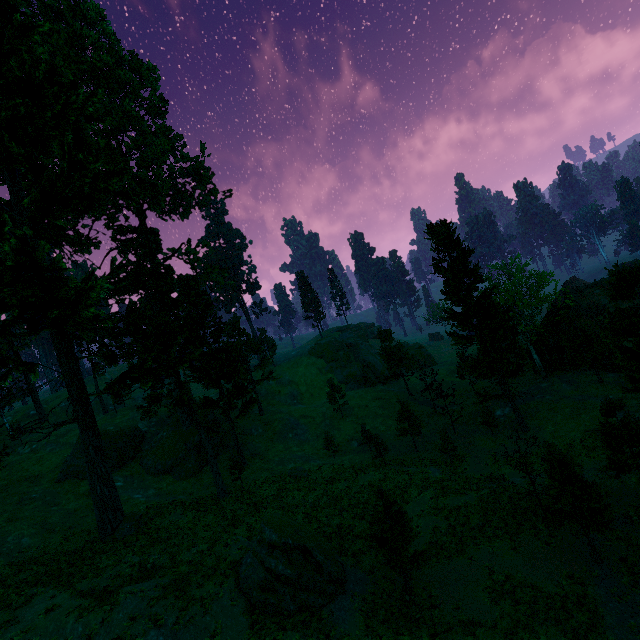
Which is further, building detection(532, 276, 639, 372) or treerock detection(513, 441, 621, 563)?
building detection(532, 276, 639, 372)

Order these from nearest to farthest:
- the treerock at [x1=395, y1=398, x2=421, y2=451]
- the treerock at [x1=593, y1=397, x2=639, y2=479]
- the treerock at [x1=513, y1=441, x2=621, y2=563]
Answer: the treerock at [x1=513, y1=441, x2=621, y2=563]
the treerock at [x1=593, y1=397, x2=639, y2=479]
the treerock at [x1=395, y1=398, x2=421, y2=451]

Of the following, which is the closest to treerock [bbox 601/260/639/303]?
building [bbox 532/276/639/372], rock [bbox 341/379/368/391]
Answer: building [bbox 532/276/639/372]

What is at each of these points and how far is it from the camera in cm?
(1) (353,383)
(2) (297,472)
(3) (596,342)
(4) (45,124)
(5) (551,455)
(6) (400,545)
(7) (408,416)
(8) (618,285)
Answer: (1) rock, 5978
(2) treerock, 3475
(3) treerock, 3694
(4) treerock, 2709
(5) treerock, 1747
(6) treerock, 1831
(7) treerock, 3756
(8) treerock, 2495

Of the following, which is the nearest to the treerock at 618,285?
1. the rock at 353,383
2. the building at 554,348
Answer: the building at 554,348

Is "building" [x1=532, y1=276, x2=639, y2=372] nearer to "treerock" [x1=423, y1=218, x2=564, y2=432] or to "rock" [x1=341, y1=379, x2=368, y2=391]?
"treerock" [x1=423, y1=218, x2=564, y2=432]

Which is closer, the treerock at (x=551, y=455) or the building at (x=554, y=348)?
the treerock at (x=551, y=455)
